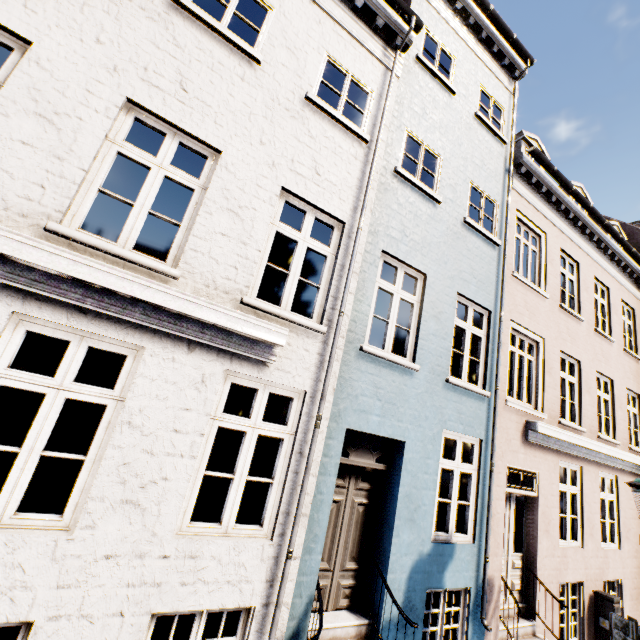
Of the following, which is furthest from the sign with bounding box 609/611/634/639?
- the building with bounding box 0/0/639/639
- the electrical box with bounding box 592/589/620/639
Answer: the building with bounding box 0/0/639/639

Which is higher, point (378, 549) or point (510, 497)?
point (510, 497)

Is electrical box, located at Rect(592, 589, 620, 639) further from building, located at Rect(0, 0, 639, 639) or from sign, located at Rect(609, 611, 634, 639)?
building, located at Rect(0, 0, 639, 639)

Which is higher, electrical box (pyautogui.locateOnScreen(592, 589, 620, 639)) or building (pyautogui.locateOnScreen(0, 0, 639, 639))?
building (pyautogui.locateOnScreen(0, 0, 639, 639))

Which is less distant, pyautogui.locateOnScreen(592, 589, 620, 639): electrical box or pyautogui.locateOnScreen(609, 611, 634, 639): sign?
pyautogui.locateOnScreen(609, 611, 634, 639): sign

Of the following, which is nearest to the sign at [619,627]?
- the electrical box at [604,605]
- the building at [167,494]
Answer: the electrical box at [604,605]

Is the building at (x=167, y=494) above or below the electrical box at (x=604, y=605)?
above
